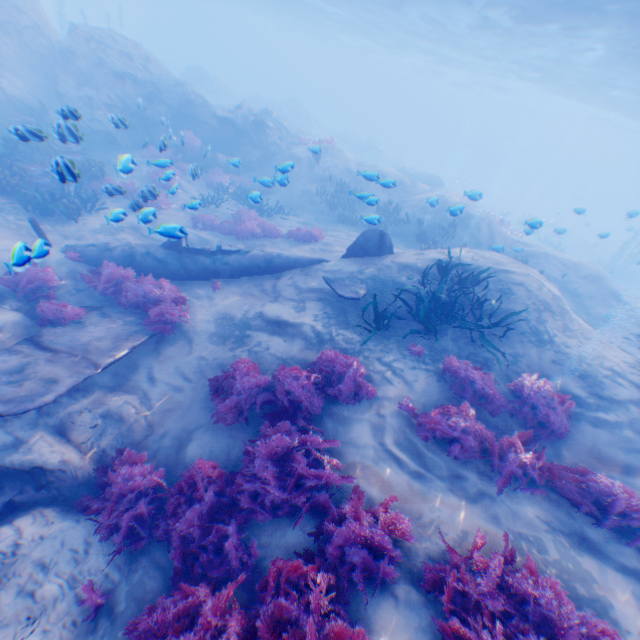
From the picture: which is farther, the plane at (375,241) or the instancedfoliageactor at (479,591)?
the plane at (375,241)

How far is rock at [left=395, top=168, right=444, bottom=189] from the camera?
27.9 meters

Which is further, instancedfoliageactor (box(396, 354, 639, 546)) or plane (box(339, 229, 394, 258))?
plane (box(339, 229, 394, 258))

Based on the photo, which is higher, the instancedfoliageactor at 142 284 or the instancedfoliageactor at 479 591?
the instancedfoliageactor at 479 591

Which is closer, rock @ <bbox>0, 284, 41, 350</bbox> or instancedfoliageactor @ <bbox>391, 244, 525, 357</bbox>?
rock @ <bbox>0, 284, 41, 350</bbox>

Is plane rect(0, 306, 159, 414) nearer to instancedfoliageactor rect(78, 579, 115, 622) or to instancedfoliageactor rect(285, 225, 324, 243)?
instancedfoliageactor rect(78, 579, 115, 622)

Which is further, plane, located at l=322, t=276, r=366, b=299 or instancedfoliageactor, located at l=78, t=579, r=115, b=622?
plane, located at l=322, t=276, r=366, b=299

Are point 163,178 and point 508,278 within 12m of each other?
yes
